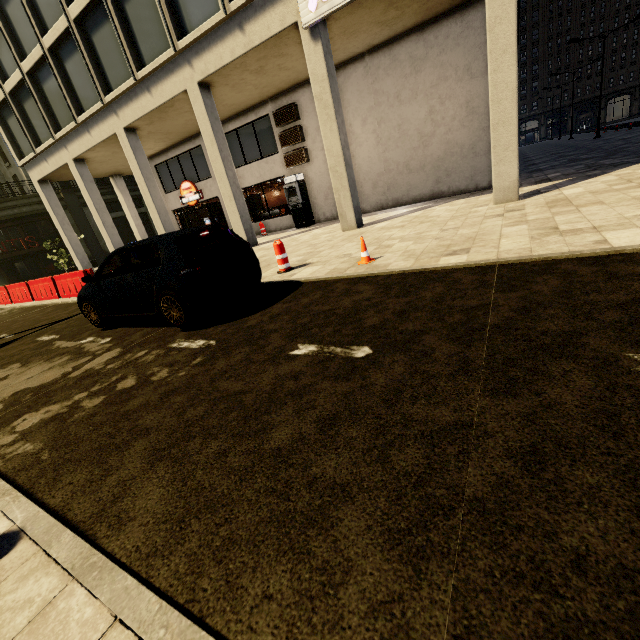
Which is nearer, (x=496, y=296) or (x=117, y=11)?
(x=496, y=296)

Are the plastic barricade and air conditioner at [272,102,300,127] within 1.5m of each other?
no

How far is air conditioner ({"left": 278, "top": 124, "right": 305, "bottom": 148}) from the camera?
14.89m

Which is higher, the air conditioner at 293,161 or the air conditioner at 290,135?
the air conditioner at 290,135

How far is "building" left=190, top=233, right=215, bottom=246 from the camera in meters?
21.7

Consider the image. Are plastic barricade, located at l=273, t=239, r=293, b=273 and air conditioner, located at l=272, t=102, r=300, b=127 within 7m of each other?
no

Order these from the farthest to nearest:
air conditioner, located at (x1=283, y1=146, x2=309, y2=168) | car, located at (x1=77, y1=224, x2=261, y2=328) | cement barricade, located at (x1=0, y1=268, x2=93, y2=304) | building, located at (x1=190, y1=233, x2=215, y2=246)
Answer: building, located at (x1=190, y1=233, x2=215, y2=246)
air conditioner, located at (x1=283, y1=146, x2=309, y2=168)
cement barricade, located at (x1=0, y1=268, x2=93, y2=304)
car, located at (x1=77, y1=224, x2=261, y2=328)

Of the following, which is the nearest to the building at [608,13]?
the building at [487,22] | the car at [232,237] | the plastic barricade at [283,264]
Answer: the building at [487,22]
